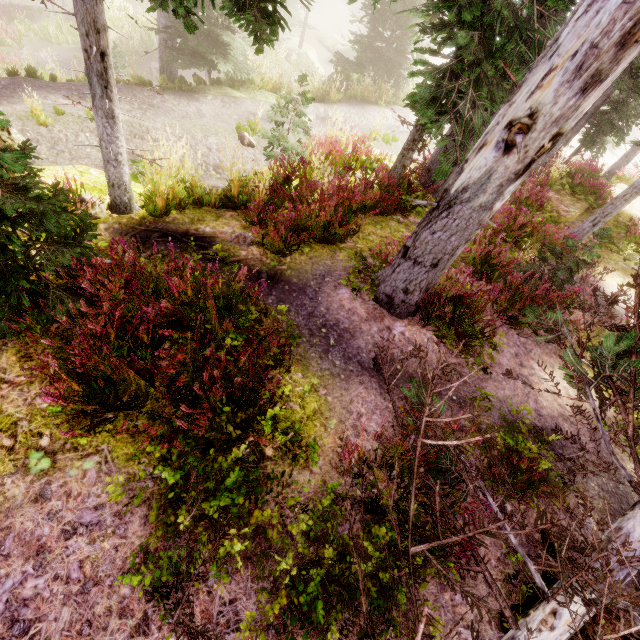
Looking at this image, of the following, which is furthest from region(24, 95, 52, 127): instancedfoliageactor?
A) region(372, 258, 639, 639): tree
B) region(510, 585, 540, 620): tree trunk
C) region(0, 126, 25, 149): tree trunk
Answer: region(510, 585, 540, 620): tree trunk

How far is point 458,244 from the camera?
4.2m

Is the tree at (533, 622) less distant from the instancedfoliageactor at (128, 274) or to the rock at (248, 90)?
the instancedfoliageactor at (128, 274)

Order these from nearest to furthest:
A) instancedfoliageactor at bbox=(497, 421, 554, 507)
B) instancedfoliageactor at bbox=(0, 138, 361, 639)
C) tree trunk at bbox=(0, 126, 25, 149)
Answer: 1. instancedfoliageactor at bbox=(0, 138, 361, 639)
2. instancedfoliageactor at bbox=(497, 421, 554, 507)
3. tree trunk at bbox=(0, 126, 25, 149)

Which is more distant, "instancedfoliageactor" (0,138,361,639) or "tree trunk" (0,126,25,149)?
"tree trunk" (0,126,25,149)

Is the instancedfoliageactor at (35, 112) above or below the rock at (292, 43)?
above

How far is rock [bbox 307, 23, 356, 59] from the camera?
31.2 meters
